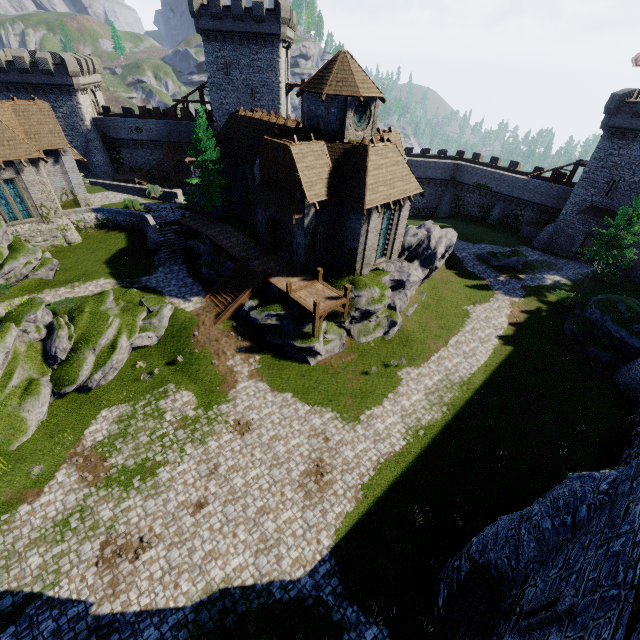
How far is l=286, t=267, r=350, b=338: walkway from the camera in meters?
22.3

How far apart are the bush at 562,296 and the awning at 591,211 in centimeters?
1166cm

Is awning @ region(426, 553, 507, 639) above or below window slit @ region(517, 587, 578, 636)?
below

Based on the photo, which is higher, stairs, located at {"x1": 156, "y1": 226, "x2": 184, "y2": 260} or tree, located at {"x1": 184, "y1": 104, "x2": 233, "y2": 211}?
tree, located at {"x1": 184, "y1": 104, "x2": 233, "y2": 211}

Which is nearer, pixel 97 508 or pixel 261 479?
pixel 97 508

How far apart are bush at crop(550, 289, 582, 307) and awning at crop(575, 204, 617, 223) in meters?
11.7 m

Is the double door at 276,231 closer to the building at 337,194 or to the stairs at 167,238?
the building at 337,194

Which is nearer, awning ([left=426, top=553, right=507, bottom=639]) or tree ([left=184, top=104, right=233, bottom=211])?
awning ([left=426, top=553, right=507, bottom=639])
